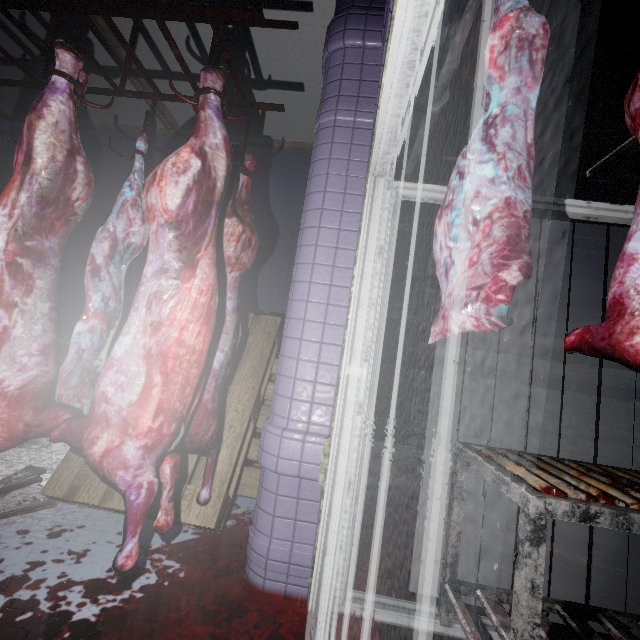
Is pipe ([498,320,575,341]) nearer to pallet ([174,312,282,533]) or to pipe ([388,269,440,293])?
pipe ([388,269,440,293])

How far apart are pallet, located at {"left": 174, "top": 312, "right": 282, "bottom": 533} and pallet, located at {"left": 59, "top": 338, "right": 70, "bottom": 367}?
0.28m

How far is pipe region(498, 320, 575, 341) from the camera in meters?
4.4 m

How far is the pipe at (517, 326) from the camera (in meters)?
4.36

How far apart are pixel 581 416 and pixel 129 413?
5.47m

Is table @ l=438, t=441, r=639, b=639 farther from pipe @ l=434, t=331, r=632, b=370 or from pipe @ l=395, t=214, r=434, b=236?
pipe @ l=434, t=331, r=632, b=370

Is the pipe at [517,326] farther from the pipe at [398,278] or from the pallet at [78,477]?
the pallet at [78,477]
